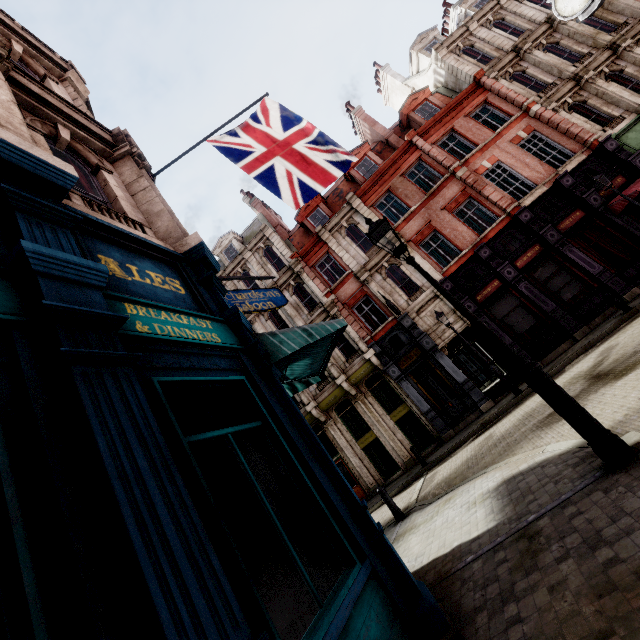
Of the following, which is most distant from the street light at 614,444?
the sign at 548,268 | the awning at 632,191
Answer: the awning at 632,191

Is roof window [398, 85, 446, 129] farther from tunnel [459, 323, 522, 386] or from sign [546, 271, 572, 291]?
tunnel [459, 323, 522, 386]

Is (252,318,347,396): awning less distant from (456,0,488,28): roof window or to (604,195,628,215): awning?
(604,195,628,215): awning

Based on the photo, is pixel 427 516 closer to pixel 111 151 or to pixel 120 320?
pixel 120 320

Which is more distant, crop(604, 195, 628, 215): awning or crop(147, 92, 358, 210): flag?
crop(604, 195, 628, 215): awning

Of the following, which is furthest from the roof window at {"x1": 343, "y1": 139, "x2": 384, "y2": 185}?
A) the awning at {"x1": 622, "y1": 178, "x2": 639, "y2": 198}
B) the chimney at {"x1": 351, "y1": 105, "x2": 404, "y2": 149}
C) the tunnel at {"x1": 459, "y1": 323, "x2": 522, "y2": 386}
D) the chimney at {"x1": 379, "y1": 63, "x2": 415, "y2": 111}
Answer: the awning at {"x1": 622, "y1": 178, "x2": 639, "y2": 198}

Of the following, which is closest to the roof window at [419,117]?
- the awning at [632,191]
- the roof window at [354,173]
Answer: the roof window at [354,173]

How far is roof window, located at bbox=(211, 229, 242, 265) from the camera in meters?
25.2
